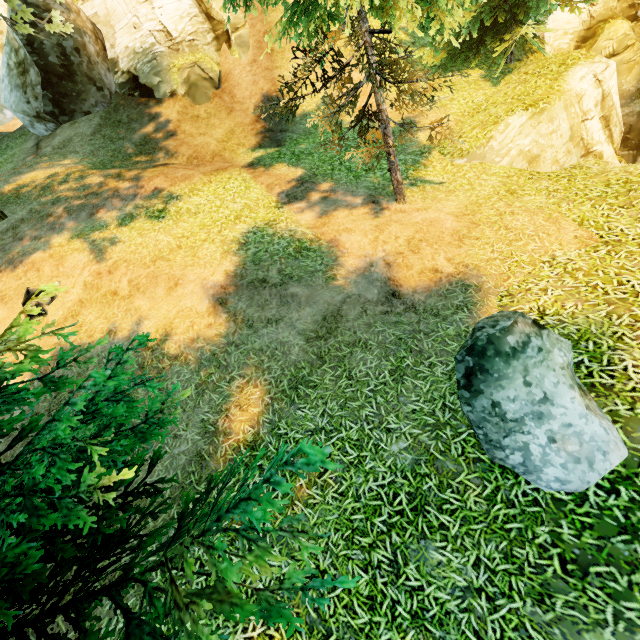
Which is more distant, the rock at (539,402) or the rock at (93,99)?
the rock at (93,99)

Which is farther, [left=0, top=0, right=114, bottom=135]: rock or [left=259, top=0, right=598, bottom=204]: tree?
[left=0, top=0, right=114, bottom=135]: rock

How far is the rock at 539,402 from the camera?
3.9 meters

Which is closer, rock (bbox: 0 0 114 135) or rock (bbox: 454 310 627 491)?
rock (bbox: 454 310 627 491)

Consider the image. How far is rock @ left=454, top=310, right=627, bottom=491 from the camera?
3.9m

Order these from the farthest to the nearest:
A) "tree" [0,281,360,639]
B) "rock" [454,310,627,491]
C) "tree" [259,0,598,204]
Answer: "tree" [259,0,598,204] < "rock" [454,310,627,491] < "tree" [0,281,360,639]

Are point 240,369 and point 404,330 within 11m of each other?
yes

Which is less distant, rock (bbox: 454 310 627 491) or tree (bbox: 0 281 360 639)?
tree (bbox: 0 281 360 639)
